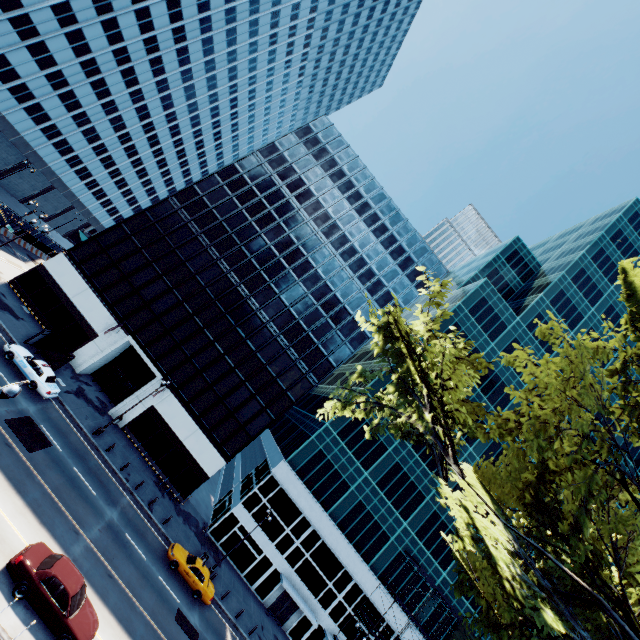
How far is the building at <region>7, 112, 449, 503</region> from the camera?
35.2 meters

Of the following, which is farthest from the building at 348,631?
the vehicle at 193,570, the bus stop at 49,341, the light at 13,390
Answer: the light at 13,390

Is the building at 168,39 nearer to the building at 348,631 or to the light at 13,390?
the light at 13,390

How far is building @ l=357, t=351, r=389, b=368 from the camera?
46.88m

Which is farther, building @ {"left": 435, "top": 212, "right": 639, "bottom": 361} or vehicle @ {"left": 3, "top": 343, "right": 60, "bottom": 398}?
building @ {"left": 435, "top": 212, "right": 639, "bottom": 361}

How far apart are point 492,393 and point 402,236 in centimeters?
2638cm

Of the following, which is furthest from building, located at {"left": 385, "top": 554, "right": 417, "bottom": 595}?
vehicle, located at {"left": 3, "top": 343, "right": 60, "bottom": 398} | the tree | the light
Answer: the light

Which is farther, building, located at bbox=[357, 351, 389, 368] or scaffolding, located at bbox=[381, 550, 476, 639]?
building, located at bbox=[357, 351, 389, 368]
